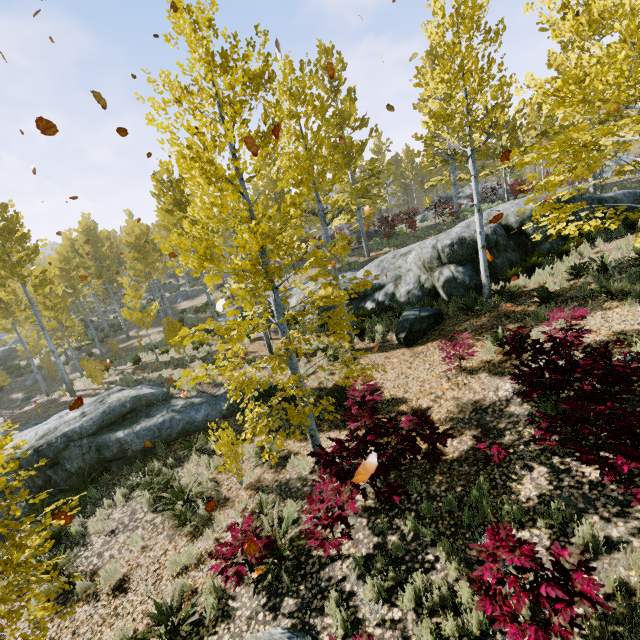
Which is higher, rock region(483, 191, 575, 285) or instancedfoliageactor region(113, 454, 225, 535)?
rock region(483, 191, 575, 285)

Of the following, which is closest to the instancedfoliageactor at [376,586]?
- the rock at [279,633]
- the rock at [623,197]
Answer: the rock at [623,197]

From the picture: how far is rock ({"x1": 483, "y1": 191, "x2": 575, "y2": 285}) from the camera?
11.6 meters

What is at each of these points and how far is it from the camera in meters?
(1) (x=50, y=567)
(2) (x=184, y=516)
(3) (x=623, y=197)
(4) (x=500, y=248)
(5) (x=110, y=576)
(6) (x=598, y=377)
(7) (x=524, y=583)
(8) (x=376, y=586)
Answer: (1) instancedfoliageactor, 5.0
(2) instancedfoliageactor, 7.4
(3) rock, 11.9
(4) rock, 11.8
(5) instancedfoliageactor, 6.5
(6) instancedfoliageactor, 4.3
(7) instancedfoliageactor, 3.2
(8) instancedfoliageactor, 4.5

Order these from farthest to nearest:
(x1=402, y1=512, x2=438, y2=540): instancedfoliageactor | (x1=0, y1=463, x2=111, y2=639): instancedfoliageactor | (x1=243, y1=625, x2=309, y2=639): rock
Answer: (x1=402, y1=512, x2=438, y2=540): instancedfoliageactor < (x1=243, y1=625, x2=309, y2=639): rock < (x1=0, y1=463, x2=111, y2=639): instancedfoliageactor

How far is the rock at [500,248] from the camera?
11.6m
